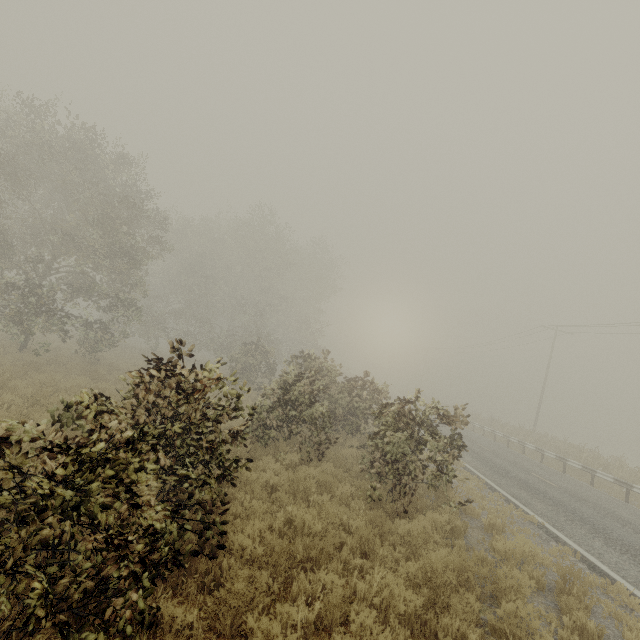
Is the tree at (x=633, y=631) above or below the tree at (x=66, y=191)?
below

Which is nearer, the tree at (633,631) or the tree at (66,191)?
the tree at (66,191)

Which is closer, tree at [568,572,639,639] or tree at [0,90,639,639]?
tree at [0,90,639,639]

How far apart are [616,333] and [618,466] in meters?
13.4 m

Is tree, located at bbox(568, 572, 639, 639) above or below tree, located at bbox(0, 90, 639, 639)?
below
